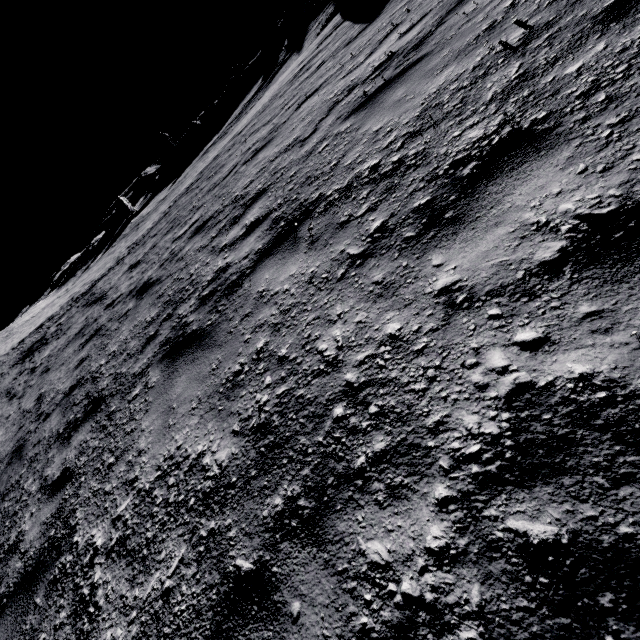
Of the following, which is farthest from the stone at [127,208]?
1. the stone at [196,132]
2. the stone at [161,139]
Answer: the stone at [196,132]

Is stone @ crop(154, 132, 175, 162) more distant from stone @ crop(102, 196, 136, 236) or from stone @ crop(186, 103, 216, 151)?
stone @ crop(102, 196, 136, 236)

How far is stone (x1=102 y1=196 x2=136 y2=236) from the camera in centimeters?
3944cm

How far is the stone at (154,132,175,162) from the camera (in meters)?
47.66

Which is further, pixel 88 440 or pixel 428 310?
pixel 88 440
